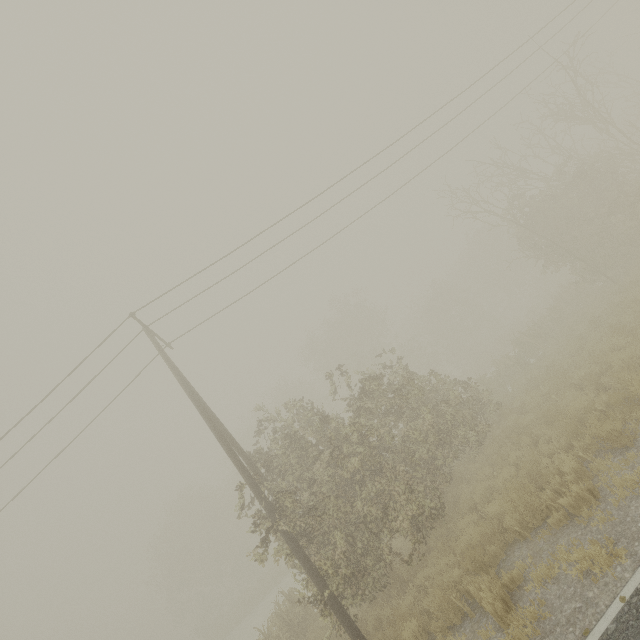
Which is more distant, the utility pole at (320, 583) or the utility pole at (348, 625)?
the utility pole at (320, 583)

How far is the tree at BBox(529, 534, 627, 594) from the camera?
4.6m

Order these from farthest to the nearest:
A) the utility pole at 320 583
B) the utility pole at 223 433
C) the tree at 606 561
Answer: the utility pole at 223 433
the utility pole at 320 583
the tree at 606 561

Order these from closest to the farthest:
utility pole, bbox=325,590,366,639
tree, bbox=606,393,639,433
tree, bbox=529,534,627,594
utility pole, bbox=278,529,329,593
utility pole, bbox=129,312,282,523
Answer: tree, bbox=529,534,627,594, tree, bbox=606,393,639,433, utility pole, bbox=325,590,366,639, utility pole, bbox=278,529,329,593, utility pole, bbox=129,312,282,523

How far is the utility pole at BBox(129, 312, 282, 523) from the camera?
9.41m

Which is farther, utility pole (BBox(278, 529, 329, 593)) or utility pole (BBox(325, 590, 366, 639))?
utility pole (BBox(278, 529, 329, 593))

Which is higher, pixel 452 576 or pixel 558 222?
pixel 558 222
